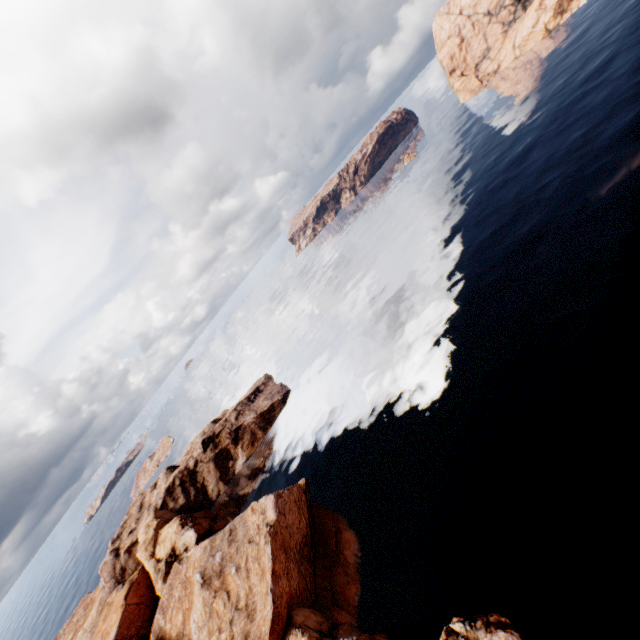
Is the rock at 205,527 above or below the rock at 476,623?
above

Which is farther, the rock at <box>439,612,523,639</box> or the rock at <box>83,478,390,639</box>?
the rock at <box>83,478,390,639</box>

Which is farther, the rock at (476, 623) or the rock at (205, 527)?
the rock at (205, 527)

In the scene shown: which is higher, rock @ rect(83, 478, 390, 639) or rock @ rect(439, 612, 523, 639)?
rock @ rect(83, 478, 390, 639)

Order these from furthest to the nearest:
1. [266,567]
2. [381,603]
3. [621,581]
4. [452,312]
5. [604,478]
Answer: [452,312] < [266,567] < [381,603] < [604,478] < [621,581]
